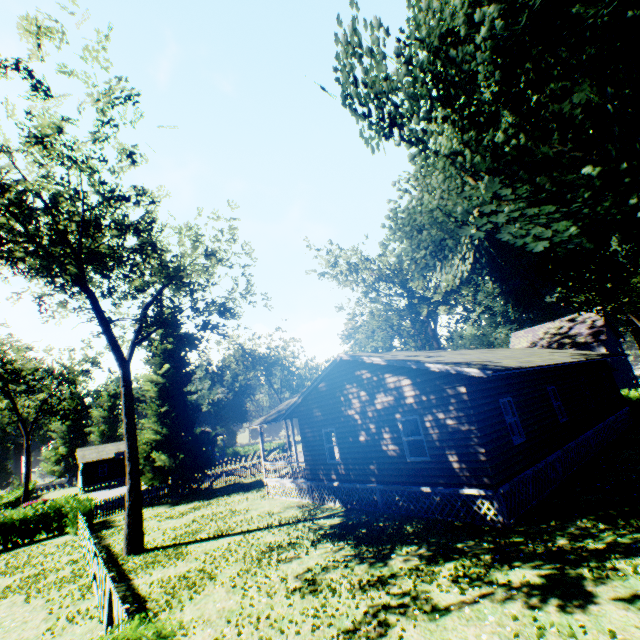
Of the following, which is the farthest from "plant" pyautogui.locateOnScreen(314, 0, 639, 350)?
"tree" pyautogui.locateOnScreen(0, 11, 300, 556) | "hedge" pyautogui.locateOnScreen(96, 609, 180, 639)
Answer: "hedge" pyautogui.locateOnScreen(96, 609, 180, 639)

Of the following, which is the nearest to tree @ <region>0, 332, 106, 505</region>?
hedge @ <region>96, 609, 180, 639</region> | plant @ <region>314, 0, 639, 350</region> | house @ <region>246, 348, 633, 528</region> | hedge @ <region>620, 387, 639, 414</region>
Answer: A: plant @ <region>314, 0, 639, 350</region>

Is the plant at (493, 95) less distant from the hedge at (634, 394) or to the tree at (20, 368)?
the hedge at (634, 394)

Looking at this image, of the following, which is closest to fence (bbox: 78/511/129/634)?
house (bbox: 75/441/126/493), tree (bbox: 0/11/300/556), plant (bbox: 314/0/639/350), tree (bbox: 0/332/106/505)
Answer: plant (bbox: 314/0/639/350)

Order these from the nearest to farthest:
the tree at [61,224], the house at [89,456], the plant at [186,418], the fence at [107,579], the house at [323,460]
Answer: the fence at [107,579] < the house at [323,460] < the tree at [61,224] < the plant at [186,418] < the house at [89,456]

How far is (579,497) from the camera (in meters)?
10.80

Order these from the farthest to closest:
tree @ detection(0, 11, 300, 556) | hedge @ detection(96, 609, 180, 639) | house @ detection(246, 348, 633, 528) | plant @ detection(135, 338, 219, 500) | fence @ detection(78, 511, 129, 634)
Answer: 1. plant @ detection(135, 338, 219, 500)
2. tree @ detection(0, 11, 300, 556)
3. house @ detection(246, 348, 633, 528)
4. fence @ detection(78, 511, 129, 634)
5. hedge @ detection(96, 609, 180, 639)

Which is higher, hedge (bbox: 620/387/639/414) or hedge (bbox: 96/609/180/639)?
hedge (bbox: 96/609/180/639)
